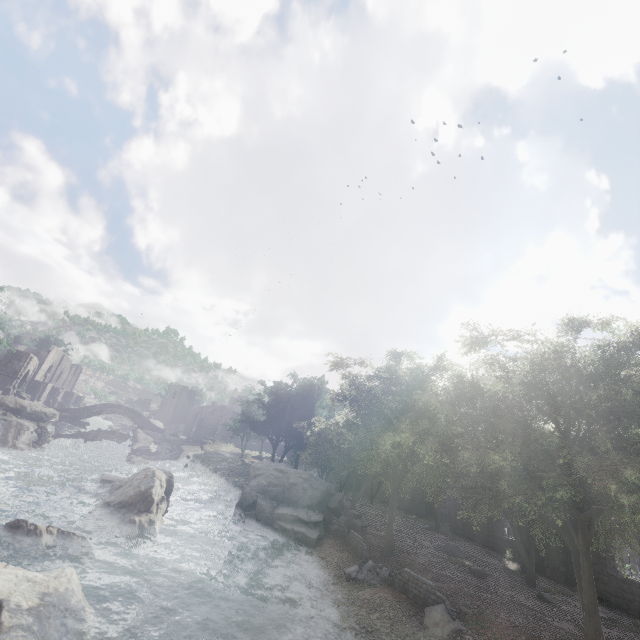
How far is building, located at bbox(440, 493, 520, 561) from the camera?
25.87m

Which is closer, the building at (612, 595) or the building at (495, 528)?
the building at (612, 595)

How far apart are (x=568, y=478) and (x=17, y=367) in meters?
64.8 m

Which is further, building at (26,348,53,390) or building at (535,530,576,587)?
building at (26,348,53,390)

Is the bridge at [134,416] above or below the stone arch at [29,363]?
below

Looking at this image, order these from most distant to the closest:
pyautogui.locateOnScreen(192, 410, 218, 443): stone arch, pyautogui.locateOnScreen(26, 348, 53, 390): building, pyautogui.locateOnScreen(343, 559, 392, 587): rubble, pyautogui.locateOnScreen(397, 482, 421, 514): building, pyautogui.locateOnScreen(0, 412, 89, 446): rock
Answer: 1. pyautogui.locateOnScreen(192, 410, 218, 443): stone arch
2. pyautogui.locateOnScreen(26, 348, 53, 390): building
3. pyautogui.locateOnScreen(397, 482, 421, 514): building
4. pyautogui.locateOnScreen(0, 412, 89, 446): rock
5. pyautogui.locateOnScreen(343, 559, 392, 587): rubble

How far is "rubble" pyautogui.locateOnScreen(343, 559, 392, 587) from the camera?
15.2 meters
